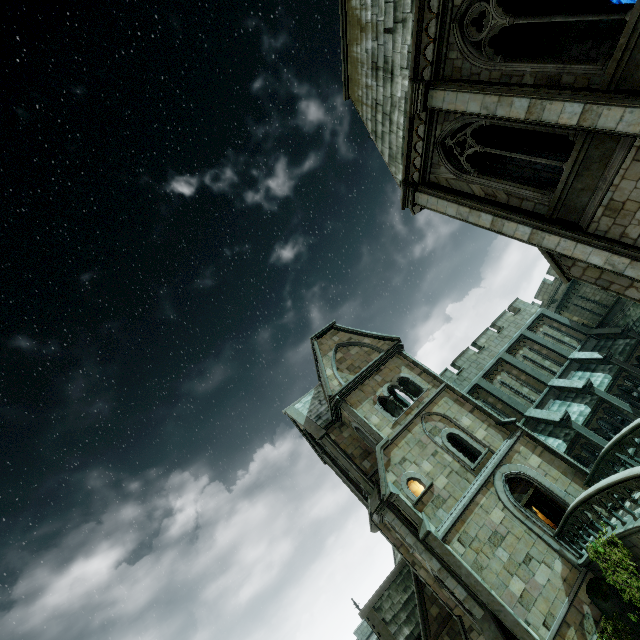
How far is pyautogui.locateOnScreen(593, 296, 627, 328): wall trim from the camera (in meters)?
23.35

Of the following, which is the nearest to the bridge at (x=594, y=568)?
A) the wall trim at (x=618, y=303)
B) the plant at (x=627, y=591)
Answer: the plant at (x=627, y=591)

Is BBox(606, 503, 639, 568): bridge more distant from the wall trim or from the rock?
the wall trim

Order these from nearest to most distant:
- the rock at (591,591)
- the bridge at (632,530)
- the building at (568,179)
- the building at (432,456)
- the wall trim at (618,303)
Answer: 1. the building at (568,179)
2. the bridge at (632,530)
3. the rock at (591,591)
4. the building at (432,456)
5. the wall trim at (618,303)

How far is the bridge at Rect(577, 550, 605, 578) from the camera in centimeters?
1260cm

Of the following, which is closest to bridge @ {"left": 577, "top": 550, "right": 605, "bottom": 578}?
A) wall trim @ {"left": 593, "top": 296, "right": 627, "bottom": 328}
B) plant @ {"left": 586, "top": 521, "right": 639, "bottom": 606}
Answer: plant @ {"left": 586, "top": 521, "right": 639, "bottom": 606}

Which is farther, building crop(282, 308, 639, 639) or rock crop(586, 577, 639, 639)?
building crop(282, 308, 639, 639)

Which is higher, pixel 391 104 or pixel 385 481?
pixel 391 104
